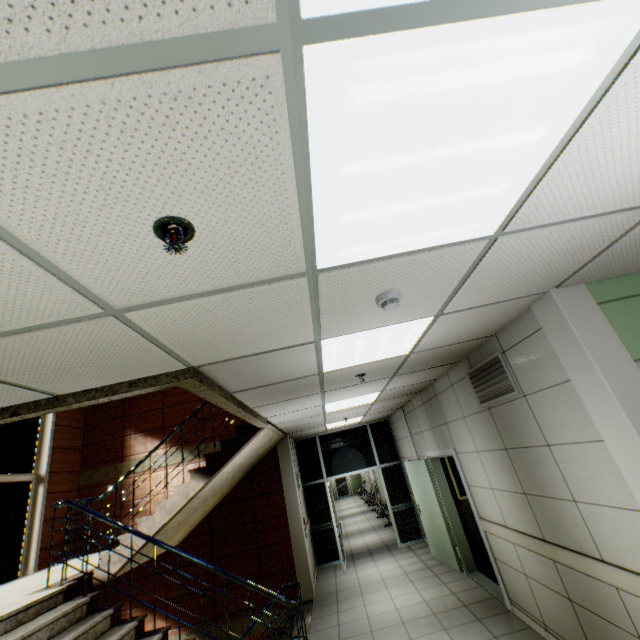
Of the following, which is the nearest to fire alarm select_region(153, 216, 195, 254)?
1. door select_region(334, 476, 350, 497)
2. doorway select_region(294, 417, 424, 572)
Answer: doorway select_region(294, 417, 424, 572)

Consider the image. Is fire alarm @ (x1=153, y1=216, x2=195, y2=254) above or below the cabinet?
above

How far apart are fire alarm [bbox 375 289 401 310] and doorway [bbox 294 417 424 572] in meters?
7.7 m

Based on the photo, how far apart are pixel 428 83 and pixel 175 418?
8.90m

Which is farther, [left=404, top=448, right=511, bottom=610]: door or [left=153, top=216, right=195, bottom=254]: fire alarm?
[left=404, top=448, right=511, bottom=610]: door

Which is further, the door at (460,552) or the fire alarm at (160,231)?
the door at (460,552)

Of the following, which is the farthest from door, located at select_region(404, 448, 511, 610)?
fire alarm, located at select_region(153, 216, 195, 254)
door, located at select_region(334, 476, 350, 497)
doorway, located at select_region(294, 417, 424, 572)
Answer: door, located at select_region(334, 476, 350, 497)

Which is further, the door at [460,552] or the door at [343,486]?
the door at [343,486]
